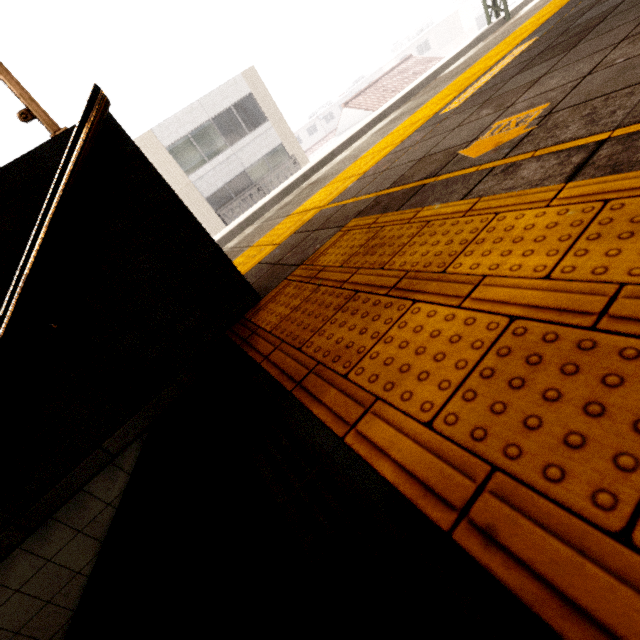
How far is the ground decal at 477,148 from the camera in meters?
1.5 m

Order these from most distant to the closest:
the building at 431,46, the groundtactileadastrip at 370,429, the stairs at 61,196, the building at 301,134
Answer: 1. the building at 301,134
2. the building at 431,46
3. the stairs at 61,196
4. the groundtactileadastrip at 370,429

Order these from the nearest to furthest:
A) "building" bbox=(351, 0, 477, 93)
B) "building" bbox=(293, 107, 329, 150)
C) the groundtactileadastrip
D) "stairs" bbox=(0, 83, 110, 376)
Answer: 1. the groundtactileadastrip
2. "stairs" bbox=(0, 83, 110, 376)
3. "building" bbox=(351, 0, 477, 93)
4. "building" bbox=(293, 107, 329, 150)

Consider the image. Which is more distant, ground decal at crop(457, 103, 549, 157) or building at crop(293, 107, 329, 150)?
building at crop(293, 107, 329, 150)

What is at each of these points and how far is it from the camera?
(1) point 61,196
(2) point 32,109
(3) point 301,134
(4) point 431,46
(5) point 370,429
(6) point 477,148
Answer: (1) stairs, 1.12m
(2) rolling shutter, 1.20m
(3) building, 58.22m
(4) building, 45.12m
(5) groundtactileadastrip, 0.66m
(6) ground decal, 1.59m

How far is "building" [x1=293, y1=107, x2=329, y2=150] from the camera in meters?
58.2

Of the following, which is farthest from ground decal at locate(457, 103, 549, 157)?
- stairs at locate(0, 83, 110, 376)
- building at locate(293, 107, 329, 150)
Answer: building at locate(293, 107, 329, 150)

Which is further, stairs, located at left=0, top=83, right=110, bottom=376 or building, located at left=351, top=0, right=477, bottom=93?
building, located at left=351, top=0, right=477, bottom=93
